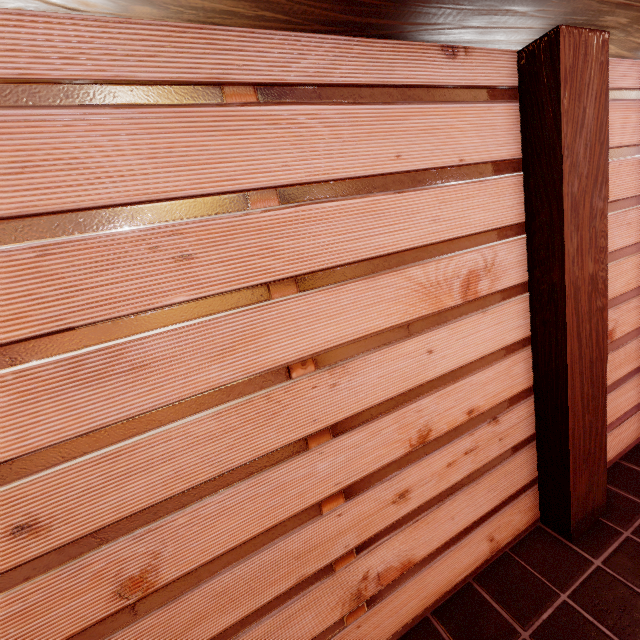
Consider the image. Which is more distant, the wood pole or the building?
the wood pole

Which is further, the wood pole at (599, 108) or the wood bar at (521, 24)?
the wood pole at (599, 108)

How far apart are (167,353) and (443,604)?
3.8m

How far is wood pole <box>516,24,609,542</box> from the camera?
2.76m

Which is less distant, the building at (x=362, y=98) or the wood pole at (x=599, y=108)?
the building at (x=362, y=98)

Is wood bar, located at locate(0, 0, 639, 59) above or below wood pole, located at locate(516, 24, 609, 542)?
above

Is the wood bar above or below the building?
above

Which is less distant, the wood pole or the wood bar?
the wood bar
